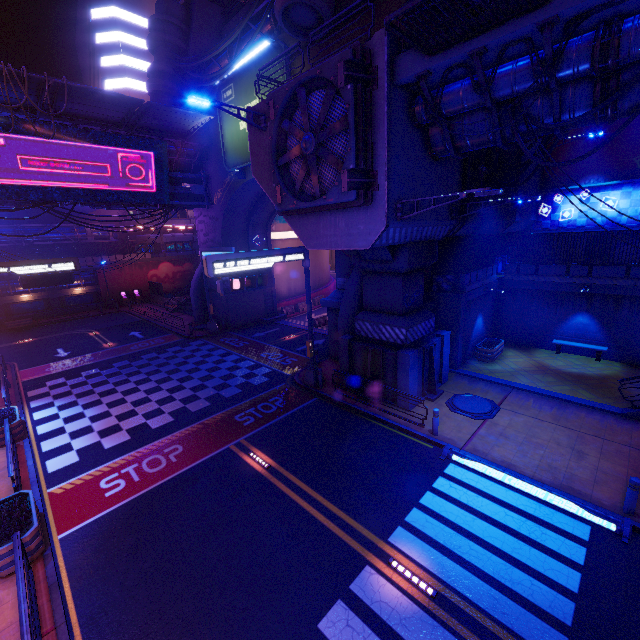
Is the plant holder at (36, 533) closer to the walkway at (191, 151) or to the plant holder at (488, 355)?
the walkway at (191, 151)

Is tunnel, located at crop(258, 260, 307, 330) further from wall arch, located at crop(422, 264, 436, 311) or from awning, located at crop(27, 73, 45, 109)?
awning, located at crop(27, 73, 45, 109)

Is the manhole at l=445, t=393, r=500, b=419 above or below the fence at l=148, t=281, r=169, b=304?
below

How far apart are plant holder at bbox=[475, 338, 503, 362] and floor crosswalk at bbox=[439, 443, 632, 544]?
8.37m

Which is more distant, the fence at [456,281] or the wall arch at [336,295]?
the wall arch at [336,295]

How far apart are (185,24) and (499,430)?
34.7 meters

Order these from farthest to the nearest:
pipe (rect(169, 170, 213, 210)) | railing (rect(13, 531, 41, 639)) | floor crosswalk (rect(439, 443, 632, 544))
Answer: pipe (rect(169, 170, 213, 210)) < floor crosswalk (rect(439, 443, 632, 544)) < railing (rect(13, 531, 41, 639))

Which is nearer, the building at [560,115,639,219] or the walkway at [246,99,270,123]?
the walkway at [246,99,270,123]
